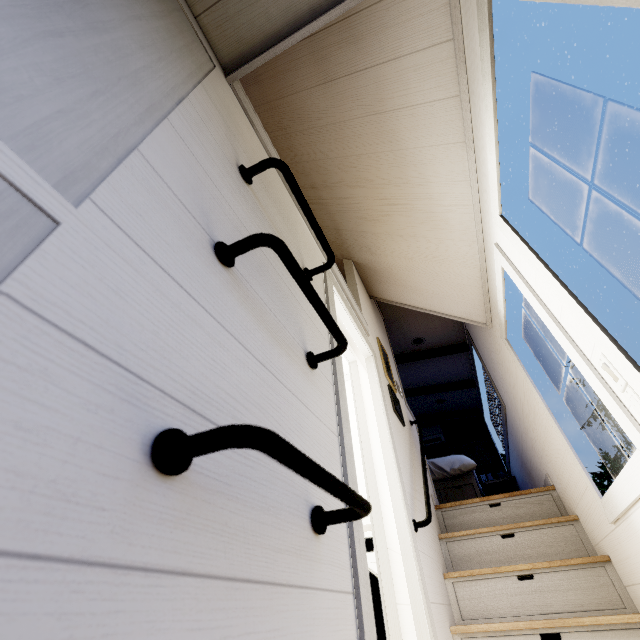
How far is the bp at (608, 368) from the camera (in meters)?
1.14

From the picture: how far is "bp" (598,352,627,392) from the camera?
1.1 meters

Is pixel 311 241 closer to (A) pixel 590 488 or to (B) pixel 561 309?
(B) pixel 561 309

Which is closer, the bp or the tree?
the tree

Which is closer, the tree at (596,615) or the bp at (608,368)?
the tree at (596,615)
